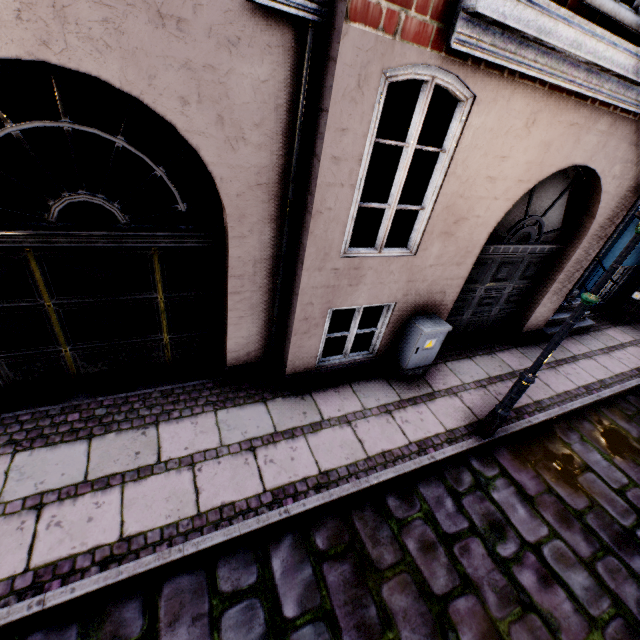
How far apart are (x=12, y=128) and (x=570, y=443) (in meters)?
7.50

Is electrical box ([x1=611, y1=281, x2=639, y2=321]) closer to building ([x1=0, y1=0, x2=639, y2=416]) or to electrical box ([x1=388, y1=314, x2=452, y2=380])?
building ([x1=0, y1=0, x2=639, y2=416])

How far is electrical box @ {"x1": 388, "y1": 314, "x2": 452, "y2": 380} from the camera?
4.71m

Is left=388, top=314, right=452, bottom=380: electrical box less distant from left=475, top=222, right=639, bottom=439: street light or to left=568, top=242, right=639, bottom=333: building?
left=568, top=242, right=639, bottom=333: building

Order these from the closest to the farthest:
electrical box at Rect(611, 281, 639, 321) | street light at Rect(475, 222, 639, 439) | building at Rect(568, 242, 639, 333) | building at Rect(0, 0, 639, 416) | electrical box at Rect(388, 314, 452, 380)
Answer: building at Rect(0, 0, 639, 416), street light at Rect(475, 222, 639, 439), electrical box at Rect(388, 314, 452, 380), building at Rect(568, 242, 639, 333), electrical box at Rect(611, 281, 639, 321)

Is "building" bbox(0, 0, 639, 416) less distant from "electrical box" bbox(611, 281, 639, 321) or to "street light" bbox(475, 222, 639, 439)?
"electrical box" bbox(611, 281, 639, 321)

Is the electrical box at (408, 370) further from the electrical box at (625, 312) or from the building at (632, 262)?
the electrical box at (625, 312)

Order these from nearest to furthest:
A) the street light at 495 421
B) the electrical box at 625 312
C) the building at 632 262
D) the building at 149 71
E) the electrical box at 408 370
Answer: the building at 149 71, the street light at 495 421, the electrical box at 408 370, the building at 632 262, the electrical box at 625 312
